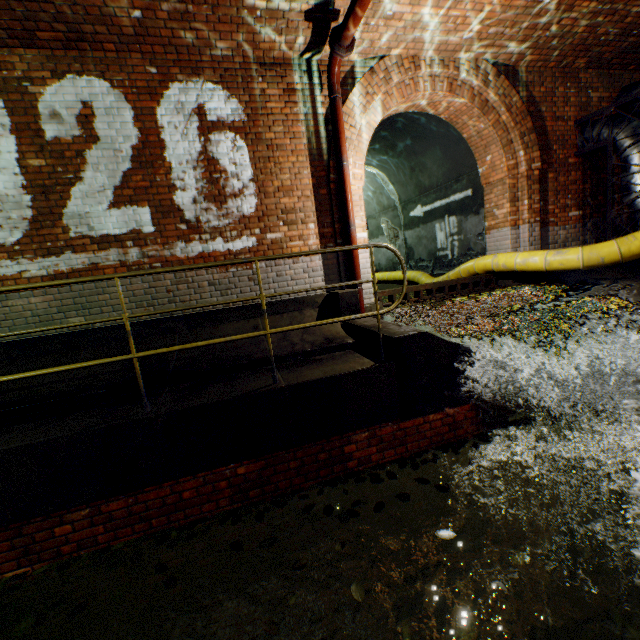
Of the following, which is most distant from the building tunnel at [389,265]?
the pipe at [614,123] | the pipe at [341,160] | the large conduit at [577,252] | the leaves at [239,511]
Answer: the leaves at [239,511]

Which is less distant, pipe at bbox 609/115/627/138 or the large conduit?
the large conduit

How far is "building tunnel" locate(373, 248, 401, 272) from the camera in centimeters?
1258cm

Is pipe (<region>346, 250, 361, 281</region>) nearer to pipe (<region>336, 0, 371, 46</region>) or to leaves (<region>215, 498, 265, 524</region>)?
pipe (<region>336, 0, 371, 46</region>)

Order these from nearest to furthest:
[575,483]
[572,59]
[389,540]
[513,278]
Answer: [389,540]
[575,483]
[572,59]
[513,278]

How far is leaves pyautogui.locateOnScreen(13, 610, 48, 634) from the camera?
2.36m

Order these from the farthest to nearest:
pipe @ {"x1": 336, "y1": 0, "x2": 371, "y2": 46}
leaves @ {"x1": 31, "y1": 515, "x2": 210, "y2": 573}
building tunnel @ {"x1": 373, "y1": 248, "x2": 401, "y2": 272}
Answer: building tunnel @ {"x1": 373, "y1": 248, "x2": 401, "y2": 272} < pipe @ {"x1": 336, "y1": 0, "x2": 371, "y2": 46} < leaves @ {"x1": 31, "y1": 515, "x2": 210, "y2": 573}

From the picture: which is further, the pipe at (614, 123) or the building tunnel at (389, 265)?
the building tunnel at (389, 265)
